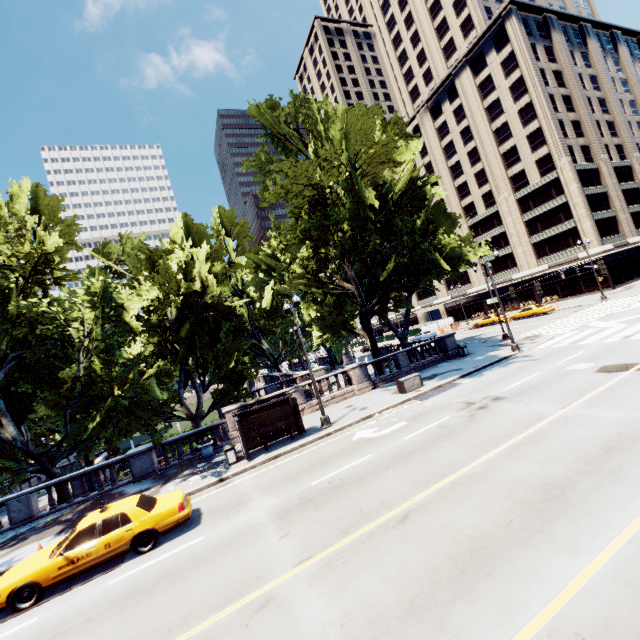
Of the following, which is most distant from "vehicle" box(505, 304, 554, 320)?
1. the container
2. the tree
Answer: the container

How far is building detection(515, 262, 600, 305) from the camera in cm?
4581

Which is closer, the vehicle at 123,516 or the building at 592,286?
the vehicle at 123,516

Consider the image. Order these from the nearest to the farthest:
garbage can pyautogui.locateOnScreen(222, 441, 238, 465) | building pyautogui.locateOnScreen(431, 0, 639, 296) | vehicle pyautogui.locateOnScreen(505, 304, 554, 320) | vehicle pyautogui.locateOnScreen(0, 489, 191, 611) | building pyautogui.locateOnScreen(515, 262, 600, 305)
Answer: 1. vehicle pyautogui.locateOnScreen(0, 489, 191, 611)
2. garbage can pyautogui.locateOnScreen(222, 441, 238, 465)
3. vehicle pyautogui.locateOnScreen(505, 304, 554, 320)
4. building pyautogui.locateOnScreen(515, 262, 600, 305)
5. building pyautogui.locateOnScreen(431, 0, 639, 296)

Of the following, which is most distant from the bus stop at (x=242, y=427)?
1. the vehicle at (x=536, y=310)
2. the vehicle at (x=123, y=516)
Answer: the vehicle at (x=536, y=310)

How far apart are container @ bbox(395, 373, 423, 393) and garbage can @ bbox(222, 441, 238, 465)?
10.2m

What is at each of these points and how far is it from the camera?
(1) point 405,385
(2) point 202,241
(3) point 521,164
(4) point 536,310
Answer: (1) container, 19.8m
(2) tree, 23.3m
(3) building, 50.8m
(4) vehicle, 39.9m

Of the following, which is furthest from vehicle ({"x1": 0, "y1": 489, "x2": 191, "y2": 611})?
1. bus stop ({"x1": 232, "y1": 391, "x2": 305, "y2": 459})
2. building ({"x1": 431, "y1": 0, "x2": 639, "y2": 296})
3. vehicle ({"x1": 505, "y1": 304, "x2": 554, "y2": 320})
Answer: building ({"x1": 431, "y1": 0, "x2": 639, "y2": 296})
